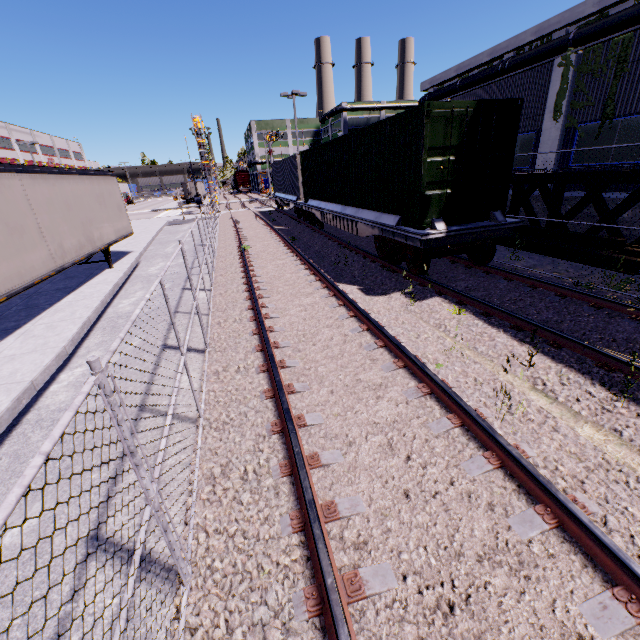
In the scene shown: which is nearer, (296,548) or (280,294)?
(296,548)

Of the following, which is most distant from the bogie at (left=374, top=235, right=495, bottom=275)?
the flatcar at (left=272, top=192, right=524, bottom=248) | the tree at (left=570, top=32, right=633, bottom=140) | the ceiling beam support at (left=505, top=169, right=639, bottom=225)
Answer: the tree at (left=570, top=32, right=633, bottom=140)

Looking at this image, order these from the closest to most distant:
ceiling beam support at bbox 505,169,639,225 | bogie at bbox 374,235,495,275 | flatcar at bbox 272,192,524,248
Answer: flatcar at bbox 272,192,524,248 < bogie at bbox 374,235,495,275 < ceiling beam support at bbox 505,169,639,225

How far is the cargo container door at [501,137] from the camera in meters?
7.1 m

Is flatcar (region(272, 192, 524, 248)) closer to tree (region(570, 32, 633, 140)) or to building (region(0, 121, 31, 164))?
building (region(0, 121, 31, 164))

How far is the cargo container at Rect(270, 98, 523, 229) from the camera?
7.3 meters

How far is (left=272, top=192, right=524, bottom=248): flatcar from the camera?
7.68m

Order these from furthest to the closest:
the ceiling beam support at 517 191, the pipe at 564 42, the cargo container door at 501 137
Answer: the pipe at 564 42
the ceiling beam support at 517 191
the cargo container door at 501 137
